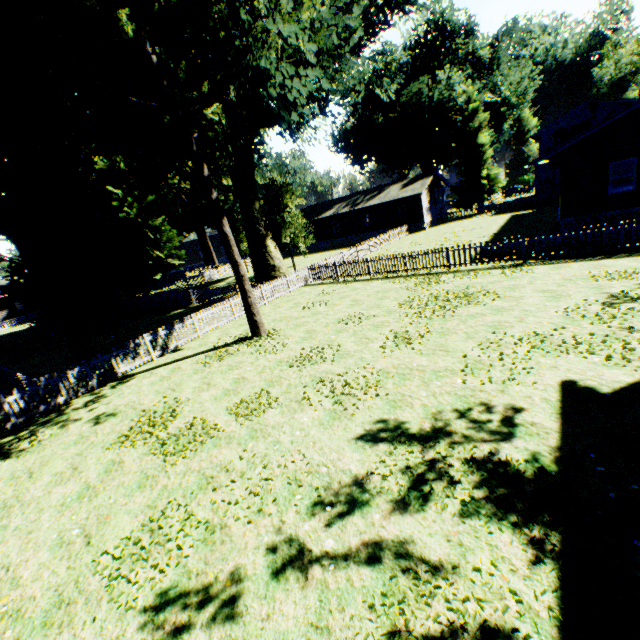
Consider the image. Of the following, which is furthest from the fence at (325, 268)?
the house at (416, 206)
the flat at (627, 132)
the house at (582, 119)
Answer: the flat at (627, 132)

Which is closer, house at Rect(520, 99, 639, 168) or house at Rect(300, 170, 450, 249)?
house at Rect(520, 99, 639, 168)

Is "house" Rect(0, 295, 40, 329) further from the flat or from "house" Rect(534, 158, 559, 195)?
"house" Rect(534, 158, 559, 195)

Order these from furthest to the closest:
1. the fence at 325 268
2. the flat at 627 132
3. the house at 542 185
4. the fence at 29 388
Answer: the house at 542 185, the flat at 627 132, the fence at 325 268, the fence at 29 388

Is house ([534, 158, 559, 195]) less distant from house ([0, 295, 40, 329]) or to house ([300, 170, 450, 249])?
house ([300, 170, 450, 249])

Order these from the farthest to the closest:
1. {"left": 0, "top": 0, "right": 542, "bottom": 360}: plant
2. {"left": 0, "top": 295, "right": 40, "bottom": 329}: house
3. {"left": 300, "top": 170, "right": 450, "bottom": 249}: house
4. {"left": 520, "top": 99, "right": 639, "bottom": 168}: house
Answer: {"left": 0, "top": 295, "right": 40, "bottom": 329}: house, {"left": 300, "top": 170, "right": 450, "bottom": 249}: house, {"left": 520, "top": 99, "right": 639, "bottom": 168}: house, {"left": 0, "top": 0, "right": 542, "bottom": 360}: plant

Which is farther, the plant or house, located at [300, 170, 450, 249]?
house, located at [300, 170, 450, 249]

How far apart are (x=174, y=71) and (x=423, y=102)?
→ 40.6 meters
